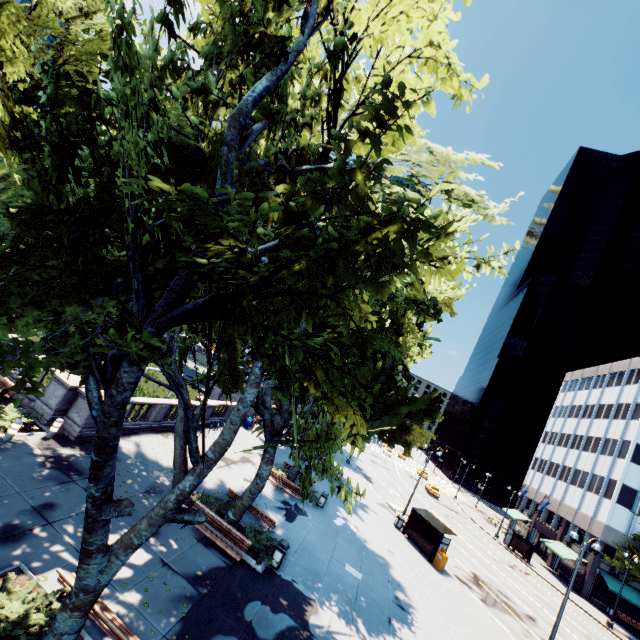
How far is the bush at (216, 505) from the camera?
14.74m

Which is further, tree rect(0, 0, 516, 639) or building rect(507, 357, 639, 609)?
building rect(507, 357, 639, 609)

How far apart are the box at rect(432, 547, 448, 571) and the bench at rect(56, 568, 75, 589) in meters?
22.0

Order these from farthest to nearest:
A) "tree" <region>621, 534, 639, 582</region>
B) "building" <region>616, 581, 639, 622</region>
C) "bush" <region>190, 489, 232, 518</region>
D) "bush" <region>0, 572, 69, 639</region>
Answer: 1. "building" <region>616, 581, 639, 622</region>
2. "tree" <region>621, 534, 639, 582</region>
3. "bush" <region>190, 489, 232, 518</region>
4. "bush" <region>0, 572, 69, 639</region>

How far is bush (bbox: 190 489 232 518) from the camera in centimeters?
1474cm

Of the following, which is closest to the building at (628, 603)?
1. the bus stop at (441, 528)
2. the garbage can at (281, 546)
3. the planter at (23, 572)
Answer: the bus stop at (441, 528)

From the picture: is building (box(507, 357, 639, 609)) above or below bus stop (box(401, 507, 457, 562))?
above

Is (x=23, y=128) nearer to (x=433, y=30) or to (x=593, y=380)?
(x=433, y=30)
